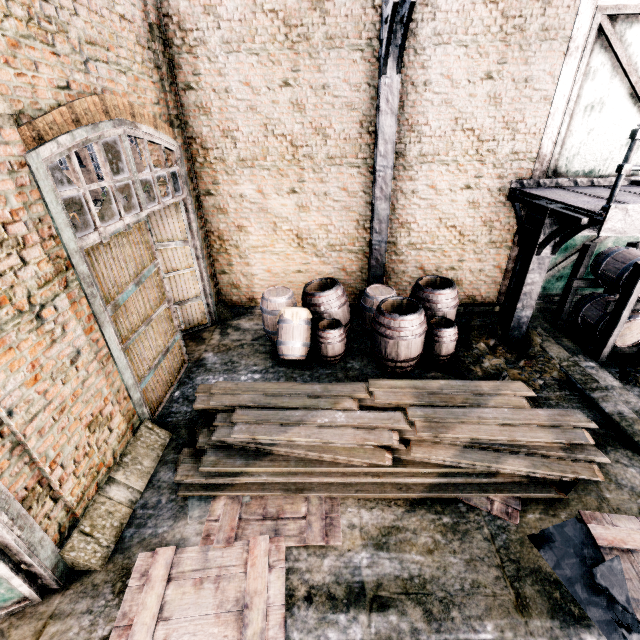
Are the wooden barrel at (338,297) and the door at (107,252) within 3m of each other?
yes

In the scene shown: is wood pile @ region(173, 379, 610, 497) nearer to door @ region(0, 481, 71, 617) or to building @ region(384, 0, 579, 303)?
door @ region(0, 481, 71, 617)

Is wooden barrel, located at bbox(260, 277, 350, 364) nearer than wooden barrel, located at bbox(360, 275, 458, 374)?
No

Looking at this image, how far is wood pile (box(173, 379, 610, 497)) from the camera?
4.9 meters

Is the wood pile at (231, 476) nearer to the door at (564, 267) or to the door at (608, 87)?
the door at (564, 267)

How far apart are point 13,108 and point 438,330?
7.6 meters

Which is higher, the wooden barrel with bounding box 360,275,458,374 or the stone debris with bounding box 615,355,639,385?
the wooden barrel with bounding box 360,275,458,374

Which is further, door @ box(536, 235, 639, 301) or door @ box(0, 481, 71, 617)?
door @ box(536, 235, 639, 301)
